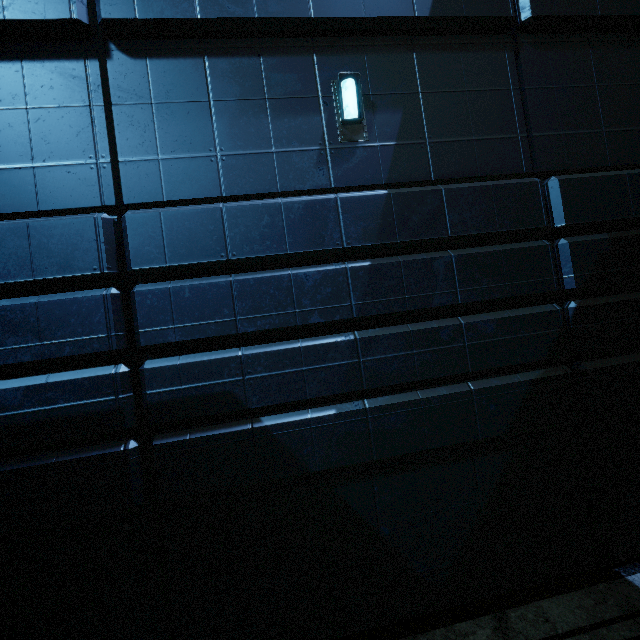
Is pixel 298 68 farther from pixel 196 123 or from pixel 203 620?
pixel 203 620
